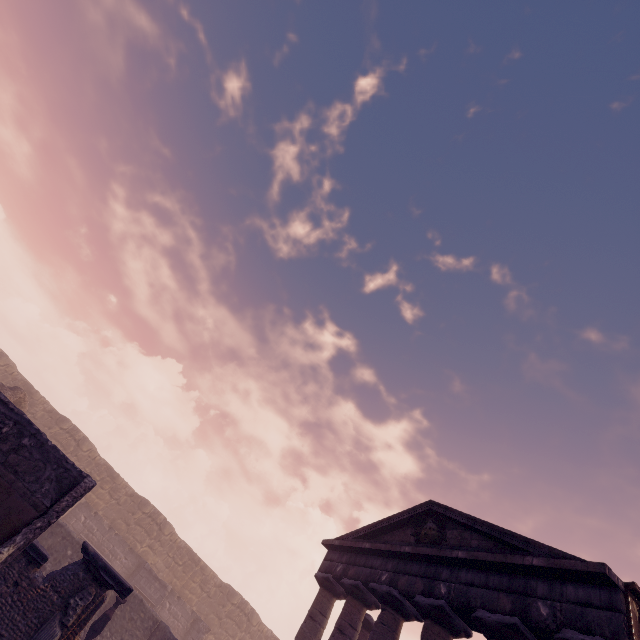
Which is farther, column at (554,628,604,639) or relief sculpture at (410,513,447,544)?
relief sculpture at (410,513,447,544)

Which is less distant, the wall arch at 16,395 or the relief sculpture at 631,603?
the relief sculpture at 631,603

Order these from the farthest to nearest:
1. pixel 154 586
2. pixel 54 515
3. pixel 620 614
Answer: pixel 154 586 < pixel 620 614 < pixel 54 515

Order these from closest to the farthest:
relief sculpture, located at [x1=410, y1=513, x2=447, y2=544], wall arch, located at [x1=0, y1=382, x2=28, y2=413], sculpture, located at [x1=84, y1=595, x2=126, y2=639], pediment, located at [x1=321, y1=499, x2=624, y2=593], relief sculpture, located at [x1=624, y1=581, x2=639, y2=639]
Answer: relief sculpture, located at [x1=624, y1=581, x2=639, y2=639] → pediment, located at [x1=321, y1=499, x2=624, y2=593] → sculpture, located at [x1=84, y1=595, x2=126, y2=639] → relief sculpture, located at [x1=410, y1=513, x2=447, y2=544] → wall arch, located at [x1=0, y1=382, x2=28, y2=413]

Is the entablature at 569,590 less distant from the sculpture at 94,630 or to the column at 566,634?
the column at 566,634

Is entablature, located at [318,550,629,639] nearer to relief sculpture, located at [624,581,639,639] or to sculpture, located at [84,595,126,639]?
relief sculpture, located at [624,581,639,639]

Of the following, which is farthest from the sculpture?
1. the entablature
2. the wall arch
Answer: the wall arch

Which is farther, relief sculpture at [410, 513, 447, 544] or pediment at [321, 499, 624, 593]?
relief sculpture at [410, 513, 447, 544]
